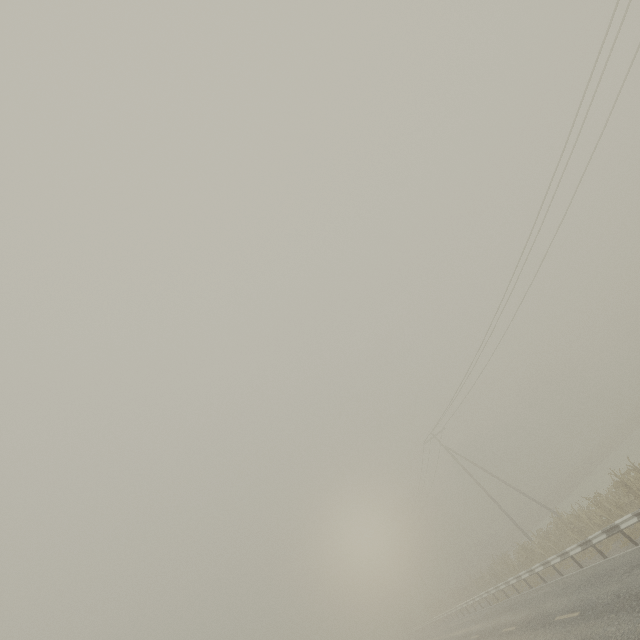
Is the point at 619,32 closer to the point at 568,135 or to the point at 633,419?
the point at 568,135
